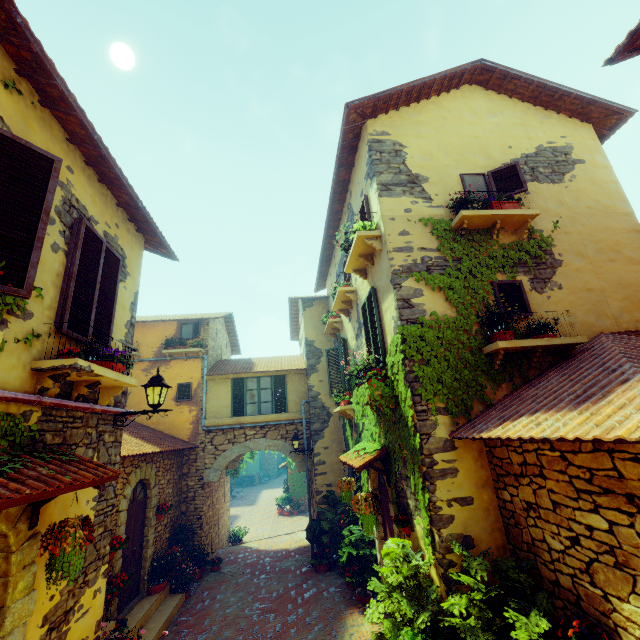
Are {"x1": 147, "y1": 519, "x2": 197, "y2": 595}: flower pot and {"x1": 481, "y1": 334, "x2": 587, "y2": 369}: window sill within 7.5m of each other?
no

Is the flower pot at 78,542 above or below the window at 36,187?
below

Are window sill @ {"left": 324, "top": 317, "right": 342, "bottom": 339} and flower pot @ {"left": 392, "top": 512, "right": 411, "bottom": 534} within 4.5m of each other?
no

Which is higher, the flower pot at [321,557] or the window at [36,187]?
the window at [36,187]

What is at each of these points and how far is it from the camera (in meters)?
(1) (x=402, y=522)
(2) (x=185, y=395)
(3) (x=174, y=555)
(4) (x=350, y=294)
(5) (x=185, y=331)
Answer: (1) flower pot, 5.39
(2) window, 12.57
(3) flower pot, 9.66
(4) window sill, 8.52
(5) window, 13.45

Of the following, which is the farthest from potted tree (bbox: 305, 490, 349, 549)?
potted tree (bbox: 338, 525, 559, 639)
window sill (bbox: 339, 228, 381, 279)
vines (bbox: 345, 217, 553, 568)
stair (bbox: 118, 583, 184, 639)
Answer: window sill (bbox: 339, 228, 381, 279)

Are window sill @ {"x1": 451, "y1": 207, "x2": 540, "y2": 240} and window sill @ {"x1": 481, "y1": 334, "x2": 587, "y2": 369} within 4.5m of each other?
yes

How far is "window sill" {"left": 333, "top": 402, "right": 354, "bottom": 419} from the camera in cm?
921
